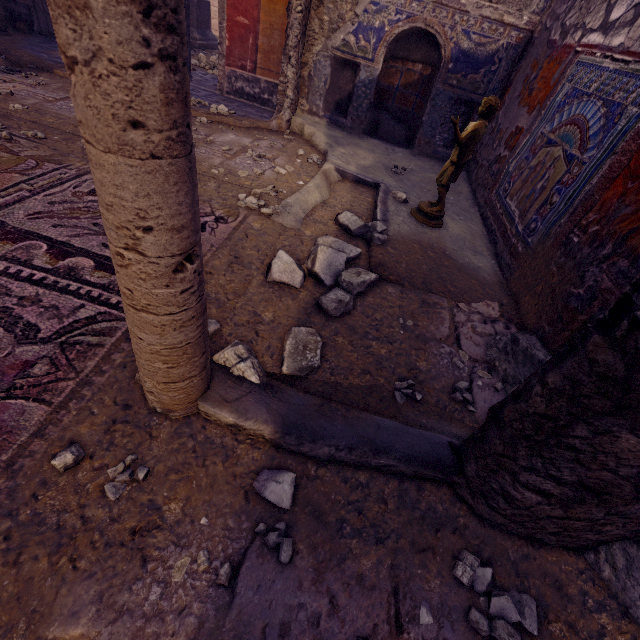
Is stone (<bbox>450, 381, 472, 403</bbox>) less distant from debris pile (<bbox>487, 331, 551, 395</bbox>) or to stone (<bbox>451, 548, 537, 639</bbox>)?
debris pile (<bbox>487, 331, 551, 395</bbox>)

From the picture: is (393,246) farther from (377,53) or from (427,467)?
(377,53)

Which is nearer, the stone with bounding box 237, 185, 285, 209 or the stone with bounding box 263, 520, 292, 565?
the stone with bounding box 263, 520, 292, 565

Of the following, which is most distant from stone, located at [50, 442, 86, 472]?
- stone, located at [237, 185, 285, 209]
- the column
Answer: stone, located at [237, 185, 285, 209]

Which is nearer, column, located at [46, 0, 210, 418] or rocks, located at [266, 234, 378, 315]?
column, located at [46, 0, 210, 418]

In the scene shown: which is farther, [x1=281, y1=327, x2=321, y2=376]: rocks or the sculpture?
the sculpture

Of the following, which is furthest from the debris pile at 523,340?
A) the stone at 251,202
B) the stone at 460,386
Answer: the stone at 251,202

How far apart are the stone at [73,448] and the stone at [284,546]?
0.59m
